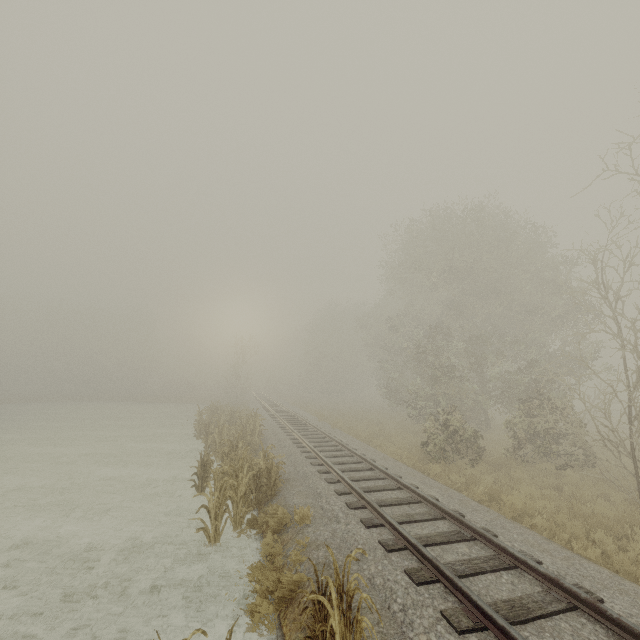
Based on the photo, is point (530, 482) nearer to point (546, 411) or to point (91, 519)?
point (546, 411)

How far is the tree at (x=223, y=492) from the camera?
7.8 meters

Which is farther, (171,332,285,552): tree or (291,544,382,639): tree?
(171,332,285,552): tree

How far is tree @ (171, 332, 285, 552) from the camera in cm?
779

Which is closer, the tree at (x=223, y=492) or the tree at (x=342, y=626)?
the tree at (x=342, y=626)
